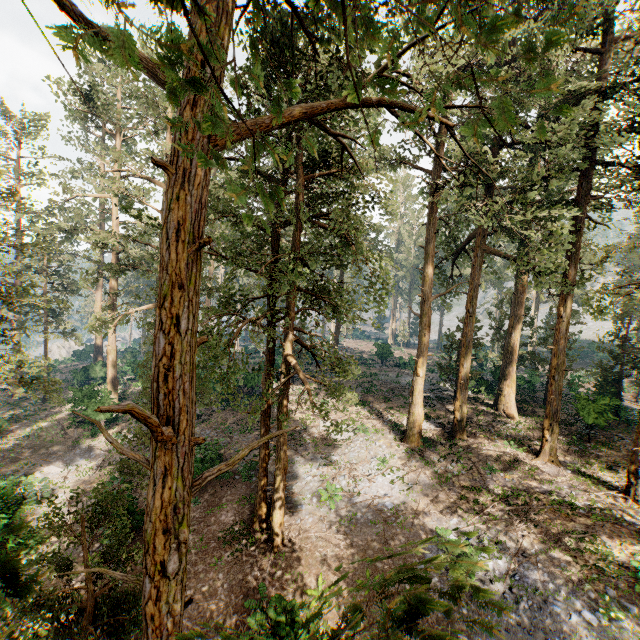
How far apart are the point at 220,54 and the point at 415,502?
18.30m

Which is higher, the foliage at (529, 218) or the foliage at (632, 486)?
the foliage at (529, 218)

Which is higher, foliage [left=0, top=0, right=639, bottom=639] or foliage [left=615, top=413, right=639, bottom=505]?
foliage [left=0, top=0, right=639, bottom=639]

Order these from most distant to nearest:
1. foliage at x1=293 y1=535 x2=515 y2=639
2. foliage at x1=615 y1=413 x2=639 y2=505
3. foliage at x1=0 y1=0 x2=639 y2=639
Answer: foliage at x1=615 y1=413 x2=639 y2=505
foliage at x1=0 y1=0 x2=639 y2=639
foliage at x1=293 y1=535 x2=515 y2=639

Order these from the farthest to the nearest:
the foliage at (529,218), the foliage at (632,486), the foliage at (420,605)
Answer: the foliage at (632,486) < the foliage at (529,218) < the foliage at (420,605)

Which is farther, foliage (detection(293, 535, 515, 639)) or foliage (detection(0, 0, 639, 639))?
foliage (detection(0, 0, 639, 639))
